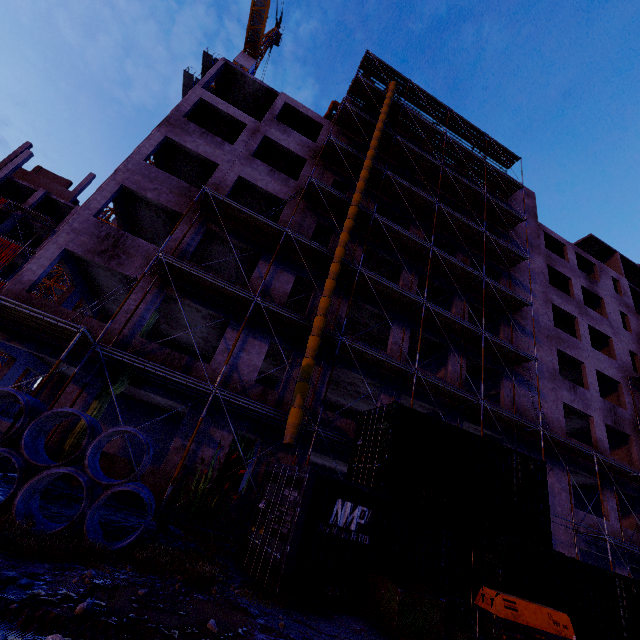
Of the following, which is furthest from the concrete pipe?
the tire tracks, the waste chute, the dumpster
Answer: the dumpster

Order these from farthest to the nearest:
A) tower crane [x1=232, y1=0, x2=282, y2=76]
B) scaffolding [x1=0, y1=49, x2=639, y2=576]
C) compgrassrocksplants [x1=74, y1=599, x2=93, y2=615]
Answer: tower crane [x1=232, y1=0, x2=282, y2=76] < scaffolding [x1=0, y1=49, x2=639, y2=576] < compgrassrocksplants [x1=74, y1=599, x2=93, y2=615]

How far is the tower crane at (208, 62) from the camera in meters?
34.4 m

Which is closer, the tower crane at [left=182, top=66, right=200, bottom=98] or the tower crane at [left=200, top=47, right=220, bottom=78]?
the tower crane at [left=182, top=66, right=200, bottom=98]

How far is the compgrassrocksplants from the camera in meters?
4.2 m

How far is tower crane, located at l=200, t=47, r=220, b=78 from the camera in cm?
3441

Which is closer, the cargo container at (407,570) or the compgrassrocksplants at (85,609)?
the compgrassrocksplants at (85,609)

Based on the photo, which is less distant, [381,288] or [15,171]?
[381,288]
